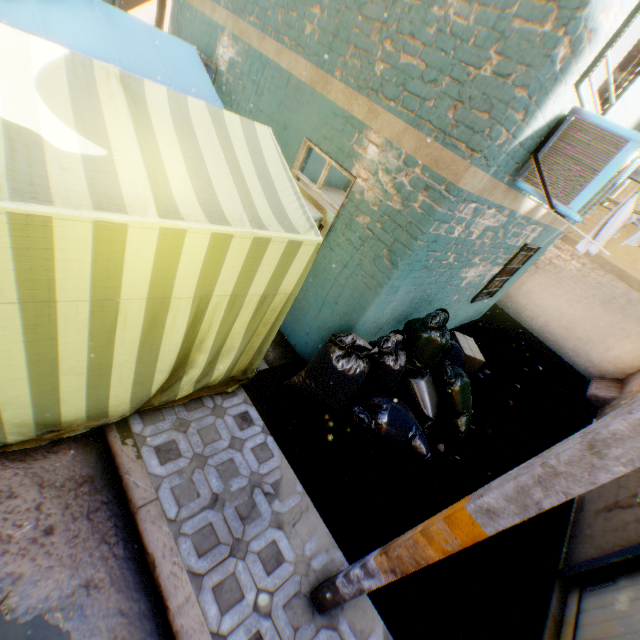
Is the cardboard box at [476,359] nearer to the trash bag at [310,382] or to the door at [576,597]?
the trash bag at [310,382]

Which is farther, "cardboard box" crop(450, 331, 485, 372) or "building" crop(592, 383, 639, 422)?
"building" crop(592, 383, 639, 422)

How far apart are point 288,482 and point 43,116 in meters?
3.5 m

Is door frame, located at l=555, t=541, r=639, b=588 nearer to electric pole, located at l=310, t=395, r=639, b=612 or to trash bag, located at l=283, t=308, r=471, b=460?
electric pole, located at l=310, t=395, r=639, b=612

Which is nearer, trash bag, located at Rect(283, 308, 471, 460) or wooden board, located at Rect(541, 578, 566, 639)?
wooden board, located at Rect(541, 578, 566, 639)

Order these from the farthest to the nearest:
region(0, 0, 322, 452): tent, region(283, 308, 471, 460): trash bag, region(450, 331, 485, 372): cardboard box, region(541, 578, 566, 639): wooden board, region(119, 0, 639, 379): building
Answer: region(450, 331, 485, 372): cardboard box, region(283, 308, 471, 460): trash bag, region(541, 578, 566, 639): wooden board, region(119, 0, 639, 379): building, region(0, 0, 322, 452): tent

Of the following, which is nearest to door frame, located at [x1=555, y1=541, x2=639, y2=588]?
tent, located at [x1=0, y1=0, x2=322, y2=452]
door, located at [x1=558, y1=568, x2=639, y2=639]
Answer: door, located at [x1=558, y1=568, x2=639, y2=639]

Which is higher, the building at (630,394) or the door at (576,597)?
the building at (630,394)
